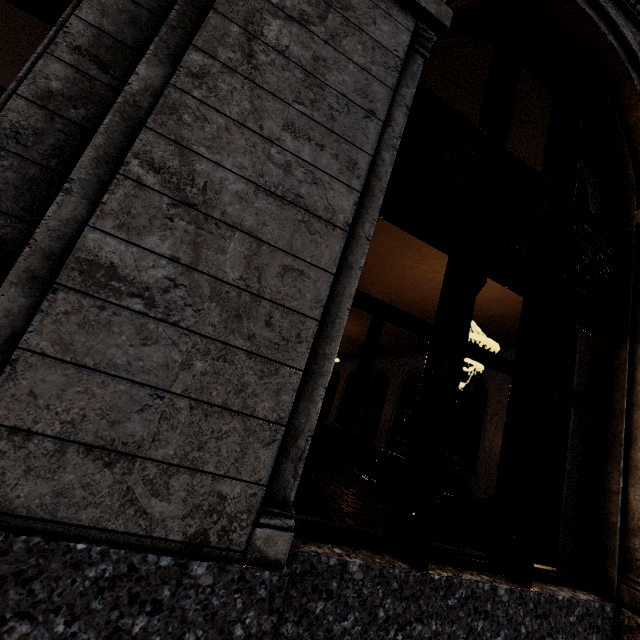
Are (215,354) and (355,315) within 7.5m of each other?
no
